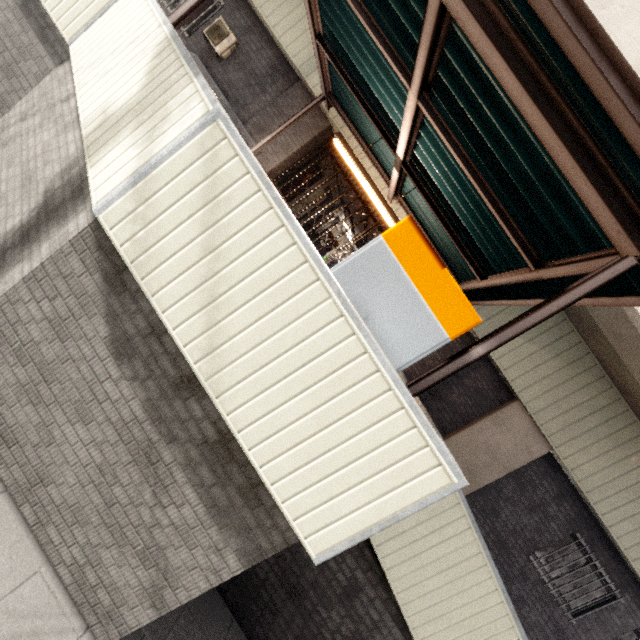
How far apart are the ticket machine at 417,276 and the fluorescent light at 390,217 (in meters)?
2.45

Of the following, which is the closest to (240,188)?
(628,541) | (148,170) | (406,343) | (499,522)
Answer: (148,170)

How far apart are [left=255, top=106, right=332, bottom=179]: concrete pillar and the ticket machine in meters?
6.3 m

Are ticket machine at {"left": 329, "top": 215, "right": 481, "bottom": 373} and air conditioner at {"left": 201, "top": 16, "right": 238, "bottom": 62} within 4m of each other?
no

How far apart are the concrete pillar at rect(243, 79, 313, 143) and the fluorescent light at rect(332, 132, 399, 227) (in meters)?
2.84

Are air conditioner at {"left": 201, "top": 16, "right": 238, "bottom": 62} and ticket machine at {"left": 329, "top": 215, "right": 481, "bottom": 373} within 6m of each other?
no

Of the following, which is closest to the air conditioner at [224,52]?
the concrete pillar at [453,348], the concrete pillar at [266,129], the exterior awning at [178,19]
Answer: the concrete pillar at [266,129]

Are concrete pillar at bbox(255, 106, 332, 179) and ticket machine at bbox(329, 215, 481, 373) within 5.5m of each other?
no
